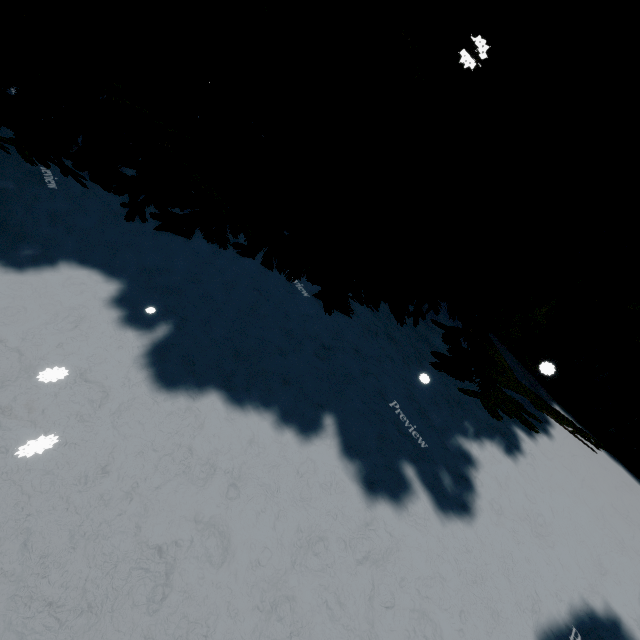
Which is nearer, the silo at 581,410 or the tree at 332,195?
the tree at 332,195

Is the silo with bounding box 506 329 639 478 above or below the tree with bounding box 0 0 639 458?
below

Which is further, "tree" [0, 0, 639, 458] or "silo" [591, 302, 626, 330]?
"silo" [591, 302, 626, 330]

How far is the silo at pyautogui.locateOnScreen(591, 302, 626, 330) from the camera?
4.9 meters

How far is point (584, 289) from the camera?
3.32m
